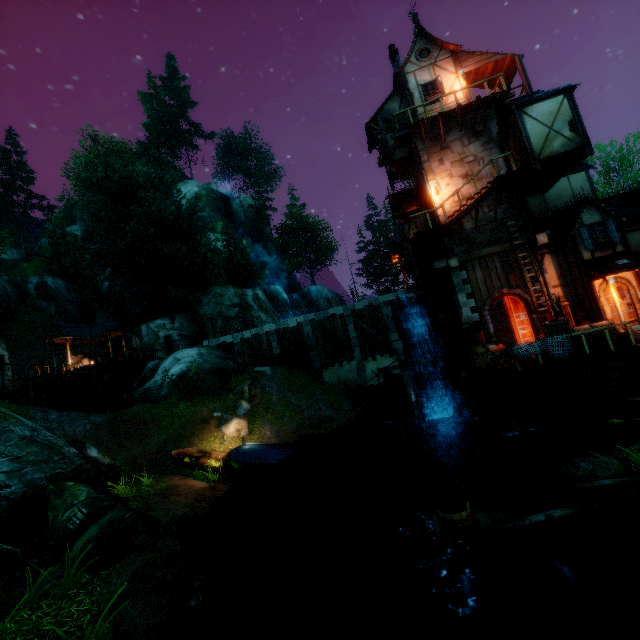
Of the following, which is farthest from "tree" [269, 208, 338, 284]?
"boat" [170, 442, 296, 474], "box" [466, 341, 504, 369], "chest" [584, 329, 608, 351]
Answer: "box" [466, 341, 504, 369]

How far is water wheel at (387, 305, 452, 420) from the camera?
15.7m

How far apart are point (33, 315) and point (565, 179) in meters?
48.9 m

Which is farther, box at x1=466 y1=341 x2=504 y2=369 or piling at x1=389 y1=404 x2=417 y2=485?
piling at x1=389 y1=404 x2=417 y2=485

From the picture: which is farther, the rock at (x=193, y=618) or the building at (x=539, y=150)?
the building at (x=539, y=150)

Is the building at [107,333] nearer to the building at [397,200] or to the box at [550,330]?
the building at [397,200]

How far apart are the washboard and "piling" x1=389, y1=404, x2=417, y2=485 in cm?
950

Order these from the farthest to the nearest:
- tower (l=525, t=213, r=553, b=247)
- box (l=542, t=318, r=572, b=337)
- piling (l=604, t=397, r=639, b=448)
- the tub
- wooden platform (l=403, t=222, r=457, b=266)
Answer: wooden platform (l=403, t=222, r=457, b=266) → tower (l=525, t=213, r=553, b=247) → box (l=542, t=318, r=572, b=337) → piling (l=604, t=397, r=639, b=448) → the tub
